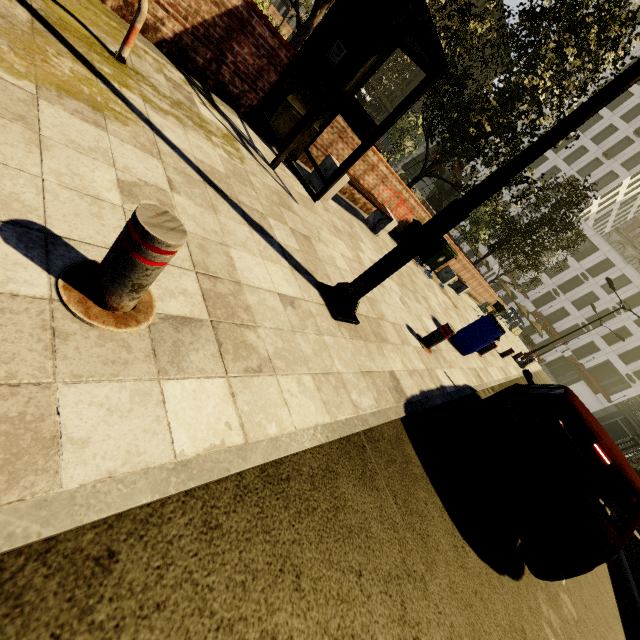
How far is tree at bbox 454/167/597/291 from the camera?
16.8m

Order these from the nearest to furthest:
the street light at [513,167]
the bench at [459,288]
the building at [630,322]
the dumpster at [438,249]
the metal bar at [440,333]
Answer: the street light at [513,167], the metal bar at [440,333], the dumpster at [438,249], the bench at [459,288], the building at [630,322]

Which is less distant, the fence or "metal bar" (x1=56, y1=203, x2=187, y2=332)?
"metal bar" (x1=56, y1=203, x2=187, y2=332)

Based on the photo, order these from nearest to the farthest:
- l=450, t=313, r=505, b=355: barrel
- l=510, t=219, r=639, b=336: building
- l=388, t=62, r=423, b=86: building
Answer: l=450, t=313, r=505, b=355: barrel → l=510, t=219, r=639, b=336: building → l=388, t=62, r=423, b=86: building

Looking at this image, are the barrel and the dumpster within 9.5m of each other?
yes

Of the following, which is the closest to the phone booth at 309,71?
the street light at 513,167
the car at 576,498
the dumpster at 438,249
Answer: the street light at 513,167

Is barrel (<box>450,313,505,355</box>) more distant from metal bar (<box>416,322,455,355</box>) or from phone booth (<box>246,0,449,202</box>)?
phone booth (<box>246,0,449,202</box>)

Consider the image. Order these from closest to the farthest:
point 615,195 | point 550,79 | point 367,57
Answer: point 367,57 < point 550,79 < point 615,195
